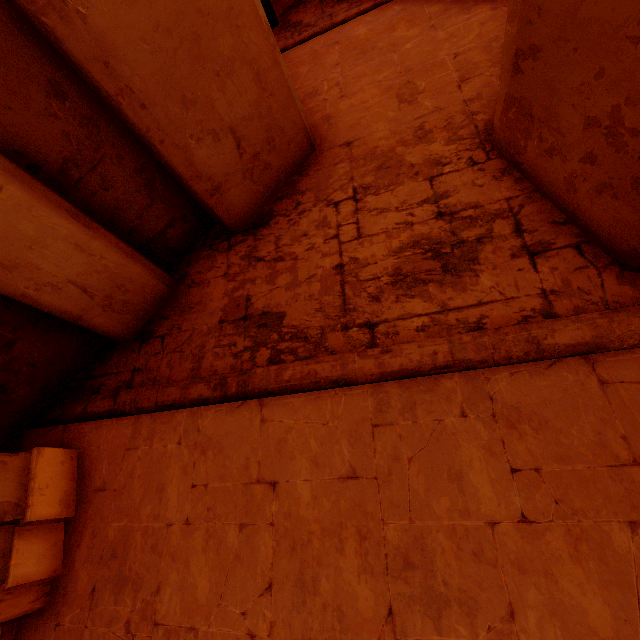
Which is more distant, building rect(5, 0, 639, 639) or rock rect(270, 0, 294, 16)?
rock rect(270, 0, 294, 16)

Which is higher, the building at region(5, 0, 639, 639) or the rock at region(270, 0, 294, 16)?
the rock at region(270, 0, 294, 16)

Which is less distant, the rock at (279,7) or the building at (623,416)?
the building at (623,416)

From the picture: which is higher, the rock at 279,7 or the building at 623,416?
the rock at 279,7

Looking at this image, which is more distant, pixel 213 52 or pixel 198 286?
pixel 198 286
